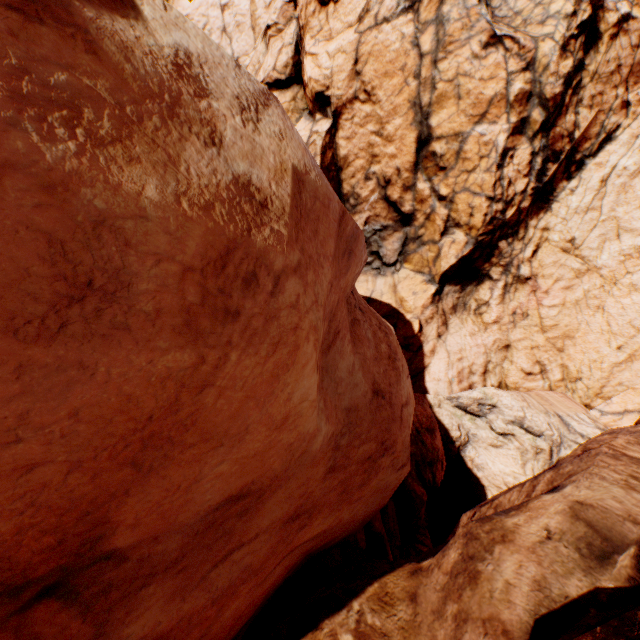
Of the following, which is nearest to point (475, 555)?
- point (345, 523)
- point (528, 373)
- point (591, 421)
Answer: point (345, 523)
